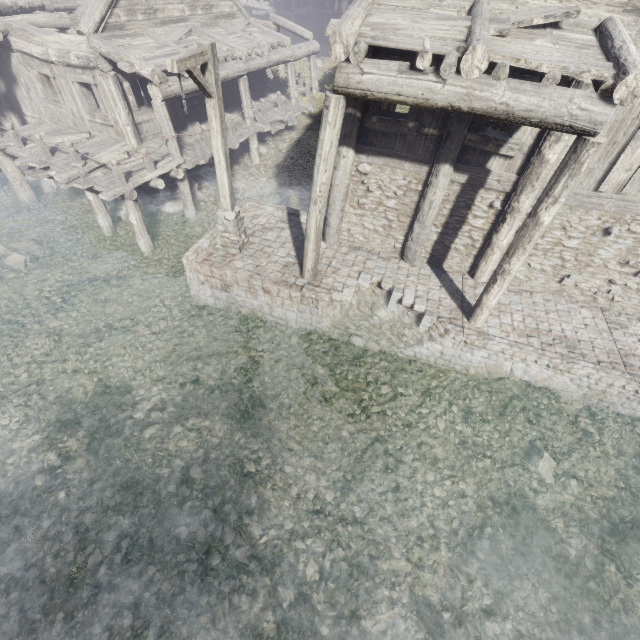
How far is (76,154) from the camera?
10.71m

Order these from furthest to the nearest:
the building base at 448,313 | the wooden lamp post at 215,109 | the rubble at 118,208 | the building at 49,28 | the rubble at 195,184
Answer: the rubble at 195,184 < the rubble at 118,208 < the building base at 448,313 < the wooden lamp post at 215,109 < the building at 49,28

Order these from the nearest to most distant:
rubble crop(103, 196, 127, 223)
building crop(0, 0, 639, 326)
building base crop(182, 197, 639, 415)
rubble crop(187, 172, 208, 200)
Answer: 1. building crop(0, 0, 639, 326)
2. building base crop(182, 197, 639, 415)
3. rubble crop(103, 196, 127, 223)
4. rubble crop(187, 172, 208, 200)

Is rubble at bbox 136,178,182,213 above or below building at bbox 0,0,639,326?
below

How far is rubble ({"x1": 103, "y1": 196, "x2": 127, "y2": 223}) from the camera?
13.1m

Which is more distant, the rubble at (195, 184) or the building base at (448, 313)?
the rubble at (195, 184)

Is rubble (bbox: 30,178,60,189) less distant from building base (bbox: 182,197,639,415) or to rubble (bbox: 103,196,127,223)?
rubble (bbox: 103,196,127,223)

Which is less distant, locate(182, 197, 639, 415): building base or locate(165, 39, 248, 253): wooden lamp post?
locate(165, 39, 248, 253): wooden lamp post
